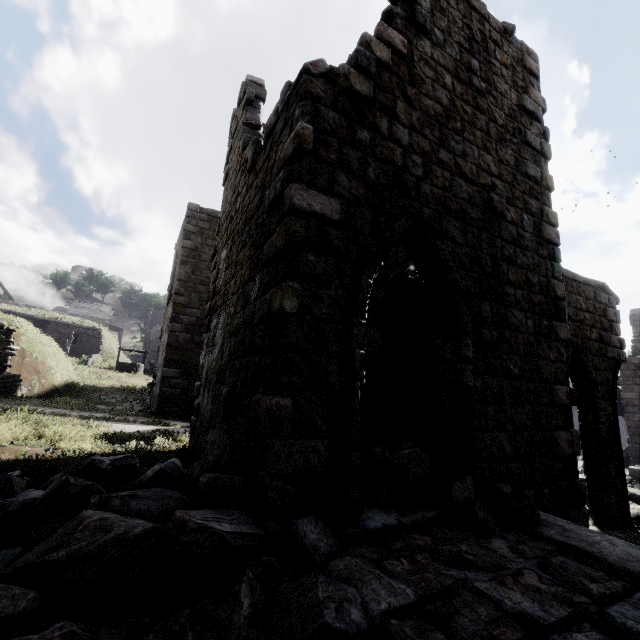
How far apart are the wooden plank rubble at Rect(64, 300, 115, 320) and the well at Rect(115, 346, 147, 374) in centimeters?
2485cm

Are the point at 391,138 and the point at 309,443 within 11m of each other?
yes

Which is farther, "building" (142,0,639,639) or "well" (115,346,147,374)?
"well" (115,346,147,374)

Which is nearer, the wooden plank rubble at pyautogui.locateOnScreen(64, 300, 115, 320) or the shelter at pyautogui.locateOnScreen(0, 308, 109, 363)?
the shelter at pyautogui.locateOnScreen(0, 308, 109, 363)

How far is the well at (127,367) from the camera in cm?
2592

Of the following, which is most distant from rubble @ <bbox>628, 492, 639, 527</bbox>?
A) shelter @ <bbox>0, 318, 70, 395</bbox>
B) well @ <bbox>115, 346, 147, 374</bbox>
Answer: well @ <bbox>115, 346, 147, 374</bbox>

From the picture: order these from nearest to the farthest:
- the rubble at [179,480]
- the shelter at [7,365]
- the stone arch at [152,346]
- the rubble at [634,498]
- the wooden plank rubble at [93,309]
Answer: the rubble at [179,480] < the rubble at [634,498] < the shelter at [7,365] < the stone arch at [152,346] < the wooden plank rubble at [93,309]

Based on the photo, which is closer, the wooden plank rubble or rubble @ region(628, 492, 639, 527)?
rubble @ region(628, 492, 639, 527)
